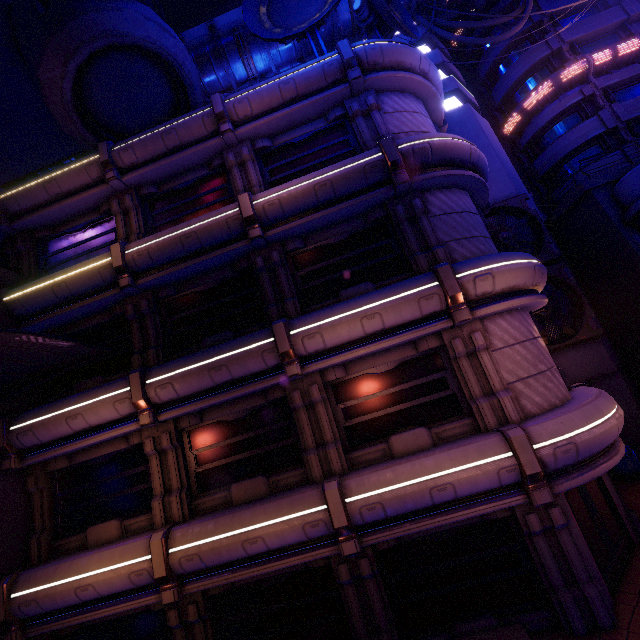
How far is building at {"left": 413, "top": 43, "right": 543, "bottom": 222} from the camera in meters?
18.9 m

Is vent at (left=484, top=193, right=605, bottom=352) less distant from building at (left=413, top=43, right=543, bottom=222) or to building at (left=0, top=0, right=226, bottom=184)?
building at (left=413, top=43, right=543, bottom=222)

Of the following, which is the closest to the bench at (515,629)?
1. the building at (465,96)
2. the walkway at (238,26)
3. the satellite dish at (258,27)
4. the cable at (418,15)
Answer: the building at (465,96)

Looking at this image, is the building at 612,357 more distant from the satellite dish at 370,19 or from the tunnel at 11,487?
the tunnel at 11,487

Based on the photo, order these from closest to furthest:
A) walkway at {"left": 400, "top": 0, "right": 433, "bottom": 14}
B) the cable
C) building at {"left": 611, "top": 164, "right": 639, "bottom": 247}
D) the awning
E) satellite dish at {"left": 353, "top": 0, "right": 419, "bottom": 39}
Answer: the awning → satellite dish at {"left": 353, "top": 0, "right": 419, "bottom": 39} → building at {"left": 611, "top": 164, "right": 639, "bottom": 247} → the cable → walkway at {"left": 400, "top": 0, "right": 433, "bottom": 14}

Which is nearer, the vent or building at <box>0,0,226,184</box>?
building at <box>0,0,226,184</box>

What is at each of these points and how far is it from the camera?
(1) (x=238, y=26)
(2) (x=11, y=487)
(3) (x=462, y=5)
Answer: (1) walkway, 22.0 meters
(2) tunnel, 10.3 meters
(3) walkway, 25.3 meters

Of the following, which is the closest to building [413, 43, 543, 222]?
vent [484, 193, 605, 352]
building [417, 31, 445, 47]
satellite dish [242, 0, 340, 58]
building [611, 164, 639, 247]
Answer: vent [484, 193, 605, 352]
